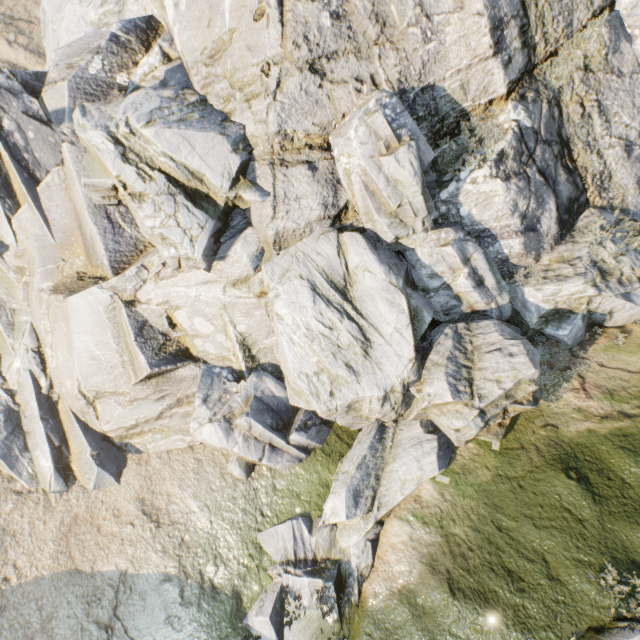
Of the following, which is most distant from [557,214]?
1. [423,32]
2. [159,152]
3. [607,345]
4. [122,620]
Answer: [122,620]

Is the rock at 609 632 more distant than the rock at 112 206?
No

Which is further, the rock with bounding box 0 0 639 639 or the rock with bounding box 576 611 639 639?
the rock with bounding box 0 0 639 639
